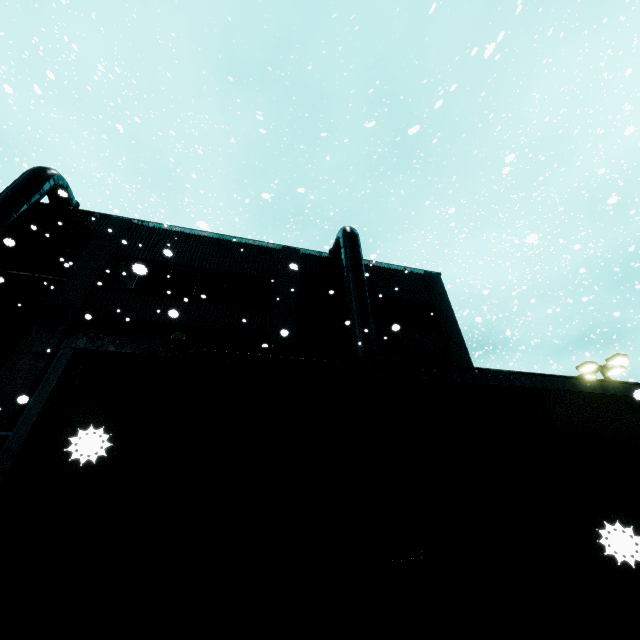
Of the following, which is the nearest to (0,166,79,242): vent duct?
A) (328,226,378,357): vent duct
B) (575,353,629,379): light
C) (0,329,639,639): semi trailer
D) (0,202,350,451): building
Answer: (0,202,350,451): building

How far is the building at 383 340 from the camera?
14.26m

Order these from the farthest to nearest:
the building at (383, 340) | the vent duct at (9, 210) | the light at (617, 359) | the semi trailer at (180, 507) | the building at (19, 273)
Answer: the light at (617, 359) < the building at (383, 340) < the vent duct at (9, 210) < the building at (19, 273) < the semi trailer at (180, 507)

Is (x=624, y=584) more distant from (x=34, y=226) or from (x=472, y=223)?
(x=472, y=223)

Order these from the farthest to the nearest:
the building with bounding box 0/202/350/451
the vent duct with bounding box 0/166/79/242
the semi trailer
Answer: the vent duct with bounding box 0/166/79/242 < the building with bounding box 0/202/350/451 < the semi trailer

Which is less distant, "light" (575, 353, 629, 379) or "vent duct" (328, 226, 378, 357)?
"vent duct" (328, 226, 378, 357)

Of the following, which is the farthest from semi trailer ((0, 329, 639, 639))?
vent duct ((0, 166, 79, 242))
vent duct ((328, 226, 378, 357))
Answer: vent duct ((0, 166, 79, 242))

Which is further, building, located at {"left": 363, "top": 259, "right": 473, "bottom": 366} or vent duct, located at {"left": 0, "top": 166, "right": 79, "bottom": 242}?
building, located at {"left": 363, "top": 259, "right": 473, "bottom": 366}
